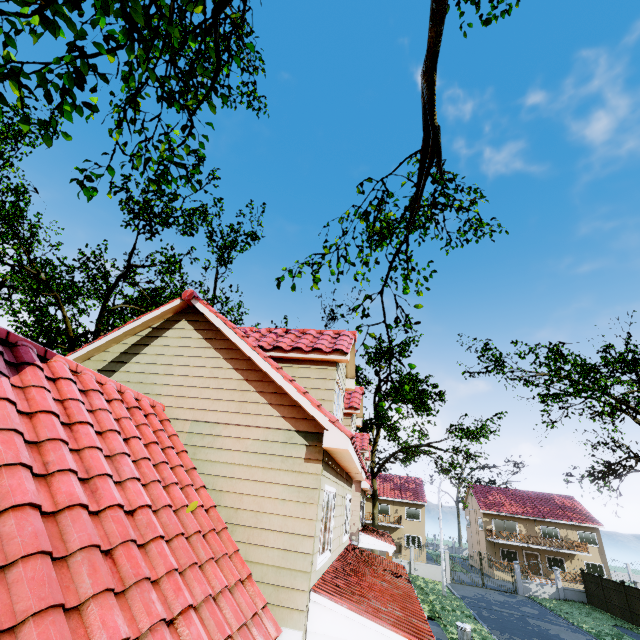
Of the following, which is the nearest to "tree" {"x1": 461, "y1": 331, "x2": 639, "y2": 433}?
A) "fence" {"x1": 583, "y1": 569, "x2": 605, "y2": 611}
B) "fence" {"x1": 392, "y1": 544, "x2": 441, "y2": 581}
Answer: "fence" {"x1": 392, "y1": 544, "x2": 441, "y2": 581}

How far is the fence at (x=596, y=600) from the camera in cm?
2689

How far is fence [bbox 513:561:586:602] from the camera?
28.88m

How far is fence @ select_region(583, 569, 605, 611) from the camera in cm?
2689

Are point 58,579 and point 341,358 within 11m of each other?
yes

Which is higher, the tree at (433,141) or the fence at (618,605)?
the tree at (433,141)

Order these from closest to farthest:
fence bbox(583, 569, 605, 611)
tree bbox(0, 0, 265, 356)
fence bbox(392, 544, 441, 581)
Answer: tree bbox(0, 0, 265, 356) < fence bbox(583, 569, 605, 611) < fence bbox(392, 544, 441, 581)
